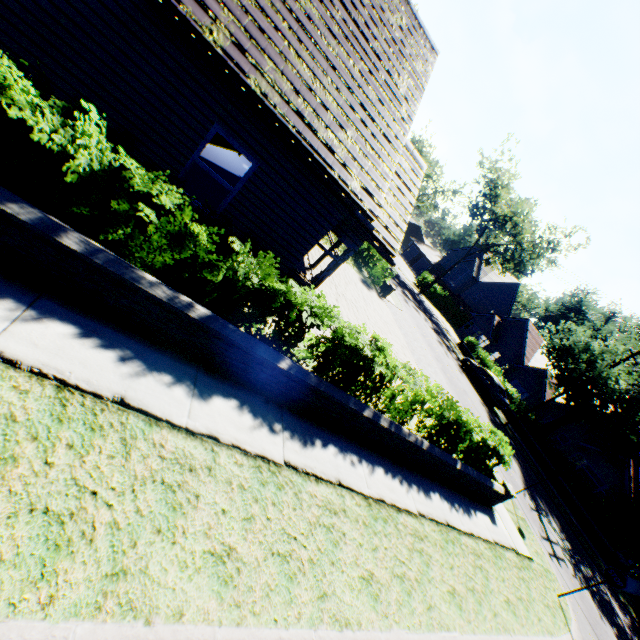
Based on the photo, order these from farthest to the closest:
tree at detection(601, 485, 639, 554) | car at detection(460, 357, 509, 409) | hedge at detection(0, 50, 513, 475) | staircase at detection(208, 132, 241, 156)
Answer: car at detection(460, 357, 509, 409) → tree at detection(601, 485, 639, 554) → staircase at detection(208, 132, 241, 156) → hedge at detection(0, 50, 513, 475)

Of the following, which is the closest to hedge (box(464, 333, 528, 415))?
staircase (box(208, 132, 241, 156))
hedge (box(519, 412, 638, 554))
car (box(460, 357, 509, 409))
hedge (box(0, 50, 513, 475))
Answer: car (box(460, 357, 509, 409))

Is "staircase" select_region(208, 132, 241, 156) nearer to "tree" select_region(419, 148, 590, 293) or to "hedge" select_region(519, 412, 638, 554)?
"tree" select_region(419, 148, 590, 293)

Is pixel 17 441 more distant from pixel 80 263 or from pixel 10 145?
pixel 10 145

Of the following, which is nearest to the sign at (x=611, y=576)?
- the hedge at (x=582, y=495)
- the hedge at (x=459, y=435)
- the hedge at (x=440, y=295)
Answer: the hedge at (x=459, y=435)

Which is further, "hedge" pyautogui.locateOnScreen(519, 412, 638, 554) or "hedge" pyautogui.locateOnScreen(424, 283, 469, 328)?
"hedge" pyautogui.locateOnScreen(424, 283, 469, 328)

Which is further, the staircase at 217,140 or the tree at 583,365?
the tree at 583,365

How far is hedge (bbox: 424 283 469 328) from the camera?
45.1m
